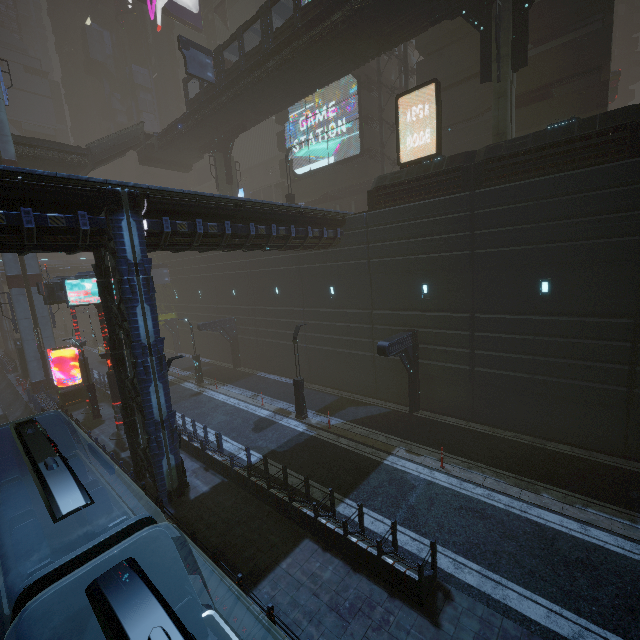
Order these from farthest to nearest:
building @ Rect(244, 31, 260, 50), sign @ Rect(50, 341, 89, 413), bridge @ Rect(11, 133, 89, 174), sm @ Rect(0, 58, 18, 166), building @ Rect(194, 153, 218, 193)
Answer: building @ Rect(194, 153, 218, 193) < building @ Rect(244, 31, 260, 50) < bridge @ Rect(11, 133, 89, 174) < sm @ Rect(0, 58, 18, 166) < sign @ Rect(50, 341, 89, 413)

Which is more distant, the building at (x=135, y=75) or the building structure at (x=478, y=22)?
the building at (x=135, y=75)

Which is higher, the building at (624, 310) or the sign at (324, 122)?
the sign at (324, 122)

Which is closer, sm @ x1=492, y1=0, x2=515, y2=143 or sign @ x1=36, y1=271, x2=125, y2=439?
sm @ x1=492, y1=0, x2=515, y2=143

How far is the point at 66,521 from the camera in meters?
8.1

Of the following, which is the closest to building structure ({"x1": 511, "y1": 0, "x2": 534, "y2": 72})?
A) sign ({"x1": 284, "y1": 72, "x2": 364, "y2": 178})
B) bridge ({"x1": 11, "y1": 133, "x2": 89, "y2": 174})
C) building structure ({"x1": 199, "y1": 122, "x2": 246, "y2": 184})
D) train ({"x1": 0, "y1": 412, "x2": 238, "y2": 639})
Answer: sign ({"x1": 284, "y1": 72, "x2": 364, "y2": 178})

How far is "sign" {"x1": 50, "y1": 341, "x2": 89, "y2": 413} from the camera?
22.48m

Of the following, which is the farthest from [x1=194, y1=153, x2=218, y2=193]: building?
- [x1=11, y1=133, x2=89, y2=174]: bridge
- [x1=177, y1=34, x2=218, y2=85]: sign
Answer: [x1=177, y1=34, x2=218, y2=85]: sign
